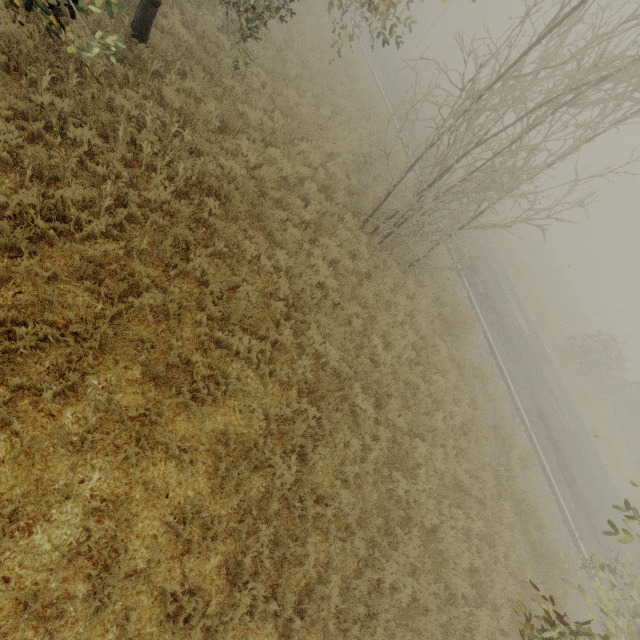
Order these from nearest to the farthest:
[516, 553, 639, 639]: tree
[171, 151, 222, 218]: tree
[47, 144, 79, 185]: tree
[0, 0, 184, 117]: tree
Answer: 1. [516, 553, 639, 639]: tree
2. [0, 0, 184, 117]: tree
3. [47, 144, 79, 185]: tree
4. [171, 151, 222, 218]: tree

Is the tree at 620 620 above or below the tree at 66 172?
above

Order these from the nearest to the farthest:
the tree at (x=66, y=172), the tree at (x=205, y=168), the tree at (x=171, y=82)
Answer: the tree at (x=171, y=82)
the tree at (x=66, y=172)
the tree at (x=205, y=168)

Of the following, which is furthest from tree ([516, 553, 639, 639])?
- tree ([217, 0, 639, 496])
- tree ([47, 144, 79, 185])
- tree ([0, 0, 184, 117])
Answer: tree ([0, 0, 184, 117])

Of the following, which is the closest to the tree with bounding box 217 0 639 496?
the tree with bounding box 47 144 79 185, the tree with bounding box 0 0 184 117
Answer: the tree with bounding box 47 144 79 185

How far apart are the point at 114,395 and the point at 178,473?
1.48m

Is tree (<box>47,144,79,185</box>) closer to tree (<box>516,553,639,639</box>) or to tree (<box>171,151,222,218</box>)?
tree (<box>171,151,222,218</box>)

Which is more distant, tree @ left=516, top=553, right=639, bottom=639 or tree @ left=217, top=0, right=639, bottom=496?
tree @ left=217, top=0, right=639, bottom=496
